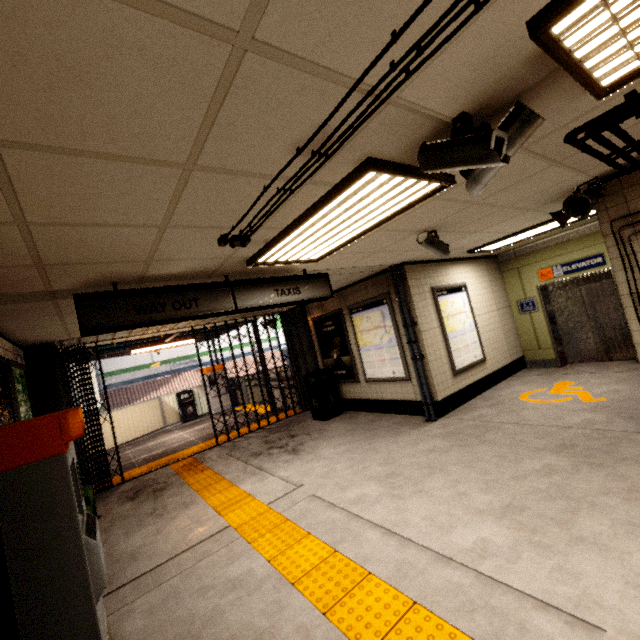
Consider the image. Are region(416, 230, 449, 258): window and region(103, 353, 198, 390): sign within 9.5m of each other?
no

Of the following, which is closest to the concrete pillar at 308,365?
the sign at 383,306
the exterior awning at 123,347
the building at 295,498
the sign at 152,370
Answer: the exterior awning at 123,347

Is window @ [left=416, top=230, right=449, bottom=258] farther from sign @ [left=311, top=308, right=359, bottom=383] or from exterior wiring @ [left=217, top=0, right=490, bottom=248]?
sign @ [left=311, top=308, right=359, bottom=383]

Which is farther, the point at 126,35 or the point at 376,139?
the point at 376,139

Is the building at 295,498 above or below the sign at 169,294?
below

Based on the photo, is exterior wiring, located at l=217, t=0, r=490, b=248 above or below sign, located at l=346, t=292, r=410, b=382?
above

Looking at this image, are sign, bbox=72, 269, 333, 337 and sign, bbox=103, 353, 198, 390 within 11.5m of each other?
no

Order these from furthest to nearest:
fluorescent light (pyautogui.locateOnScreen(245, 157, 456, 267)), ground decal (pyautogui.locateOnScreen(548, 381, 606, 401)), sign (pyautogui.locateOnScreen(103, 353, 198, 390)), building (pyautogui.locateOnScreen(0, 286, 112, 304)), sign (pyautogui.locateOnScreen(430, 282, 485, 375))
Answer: sign (pyautogui.locateOnScreen(103, 353, 198, 390)) → sign (pyautogui.locateOnScreen(430, 282, 485, 375)) → ground decal (pyautogui.locateOnScreen(548, 381, 606, 401)) → building (pyautogui.locateOnScreen(0, 286, 112, 304)) → fluorescent light (pyautogui.locateOnScreen(245, 157, 456, 267))
